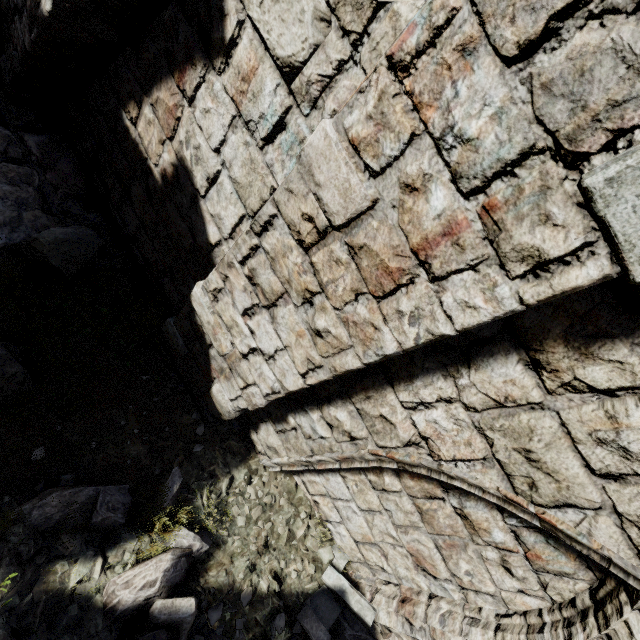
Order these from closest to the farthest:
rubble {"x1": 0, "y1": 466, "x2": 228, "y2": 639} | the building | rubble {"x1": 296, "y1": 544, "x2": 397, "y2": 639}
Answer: the building, rubble {"x1": 0, "y1": 466, "x2": 228, "y2": 639}, rubble {"x1": 296, "y1": 544, "x2": 397, "y2": 639}

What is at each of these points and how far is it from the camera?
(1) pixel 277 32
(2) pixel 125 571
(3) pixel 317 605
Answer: (1) building, 2.04m
(2) rubble, 2.79m
(3) rubble, 3.74m

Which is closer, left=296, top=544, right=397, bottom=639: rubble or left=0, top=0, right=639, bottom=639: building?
left=0, top=0, right=639, bottom=639: building

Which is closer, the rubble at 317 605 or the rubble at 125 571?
the rubble at 125 571

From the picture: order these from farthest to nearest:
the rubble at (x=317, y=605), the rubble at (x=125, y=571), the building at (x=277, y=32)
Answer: the rubble at (x=317, y=605) < the rubble at (x=125, y=571) < the building at (x=277, y=32)

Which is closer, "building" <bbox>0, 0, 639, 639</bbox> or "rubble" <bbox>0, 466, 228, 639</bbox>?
"building" <bbox>0, 0, 639, 639</bbox>

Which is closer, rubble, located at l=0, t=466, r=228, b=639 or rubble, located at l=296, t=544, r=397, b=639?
rubble, located at l=0, t=466, r=228, b=639
